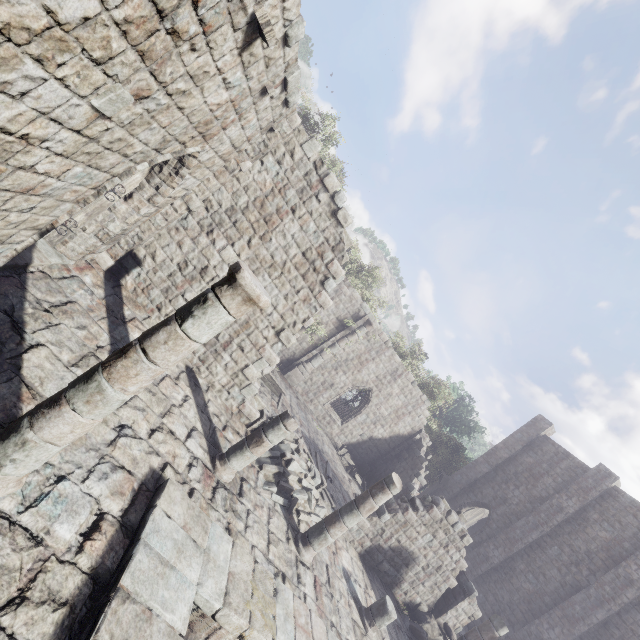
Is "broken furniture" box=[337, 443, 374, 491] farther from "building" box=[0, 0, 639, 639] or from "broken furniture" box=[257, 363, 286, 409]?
"broken furniture" box=[257, 363, 286, 409]

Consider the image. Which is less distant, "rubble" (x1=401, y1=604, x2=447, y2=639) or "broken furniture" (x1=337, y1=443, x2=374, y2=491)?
"rubble" (x1=401, y1=604, x2=447, y2=639)

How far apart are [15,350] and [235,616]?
5.6 meters

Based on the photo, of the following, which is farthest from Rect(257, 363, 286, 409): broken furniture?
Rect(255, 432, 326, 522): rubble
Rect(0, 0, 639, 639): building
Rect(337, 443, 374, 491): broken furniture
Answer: Rect(337, 443, 374, 491): broken furniture

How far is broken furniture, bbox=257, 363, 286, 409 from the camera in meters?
15.4 m

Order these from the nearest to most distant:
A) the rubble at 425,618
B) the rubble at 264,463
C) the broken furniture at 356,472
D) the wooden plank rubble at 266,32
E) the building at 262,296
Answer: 1. the building at 262,296
2. the wooden plank rubble at 266,32
3. the rubble at 264,463
4. the rubble at 425,618
5. the broken furniture at 356,472

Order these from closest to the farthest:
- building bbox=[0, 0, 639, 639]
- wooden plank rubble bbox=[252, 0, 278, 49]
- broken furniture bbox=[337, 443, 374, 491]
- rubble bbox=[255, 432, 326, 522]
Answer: building bbox=[0, 0, 639, 639] → wooden plank rubble bbox=[252, 0, 278, 49] → rubble bbox=[255, 432, 326, 522] → broken furniture bbox=[337, 443, 374, 491]

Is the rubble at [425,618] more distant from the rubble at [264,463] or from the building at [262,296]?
the rubble at [264,463]
